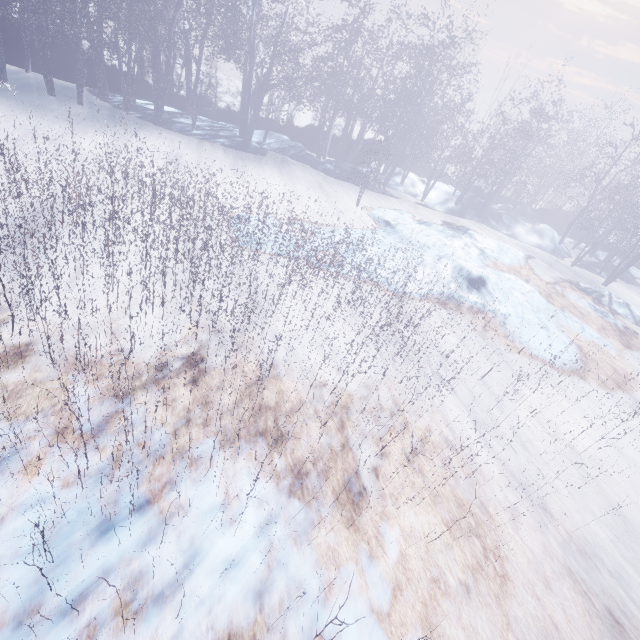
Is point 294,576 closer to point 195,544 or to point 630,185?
point 195,544
